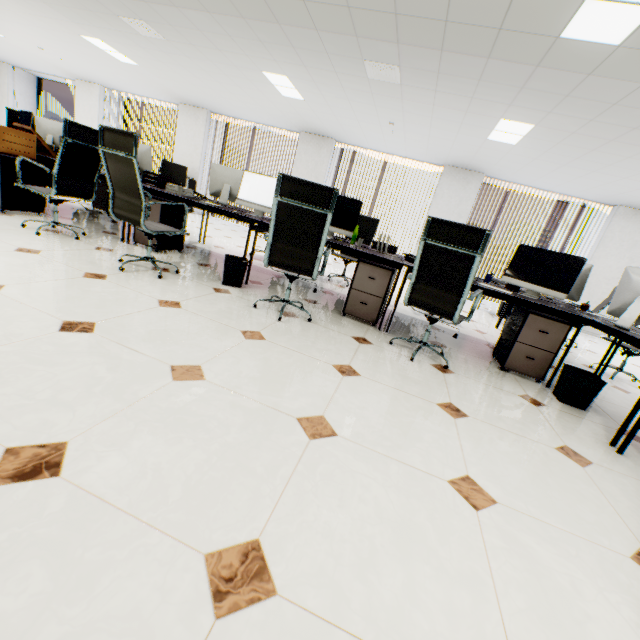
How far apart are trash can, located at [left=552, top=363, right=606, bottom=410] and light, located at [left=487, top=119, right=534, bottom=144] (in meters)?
3.84

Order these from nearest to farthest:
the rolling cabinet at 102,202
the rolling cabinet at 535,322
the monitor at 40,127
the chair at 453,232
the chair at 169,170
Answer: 1. the chair at 453,232
2. the rolling cabinet at 535,322
3. the monitor at 40,127
4. the rolling cabinet at 102,202
5. the chair at 169,170

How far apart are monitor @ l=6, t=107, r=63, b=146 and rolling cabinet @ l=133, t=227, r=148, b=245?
2.53m

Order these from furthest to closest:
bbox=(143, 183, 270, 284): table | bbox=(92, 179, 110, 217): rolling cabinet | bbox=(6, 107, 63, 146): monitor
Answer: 1. bbox=(92, 179, 110, 217): rolling cabinet
2. bbox=(6, 107, 63, 146): monitor
3. bbox=(143, 183, 270, 284): table

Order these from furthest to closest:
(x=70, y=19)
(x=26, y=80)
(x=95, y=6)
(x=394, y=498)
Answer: (x=26, y=80) → (x=70, y=19) → (x=95, y=6) → (x=394, y=498)

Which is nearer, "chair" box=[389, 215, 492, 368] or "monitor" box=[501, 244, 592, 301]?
Answer: "chair" box=[389, 215, 492, 368]

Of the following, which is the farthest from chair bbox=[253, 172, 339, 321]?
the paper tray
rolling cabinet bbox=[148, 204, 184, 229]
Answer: the paper tray

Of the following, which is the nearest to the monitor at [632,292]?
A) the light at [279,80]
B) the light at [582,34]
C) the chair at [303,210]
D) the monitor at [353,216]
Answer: the chair at [303,210]
